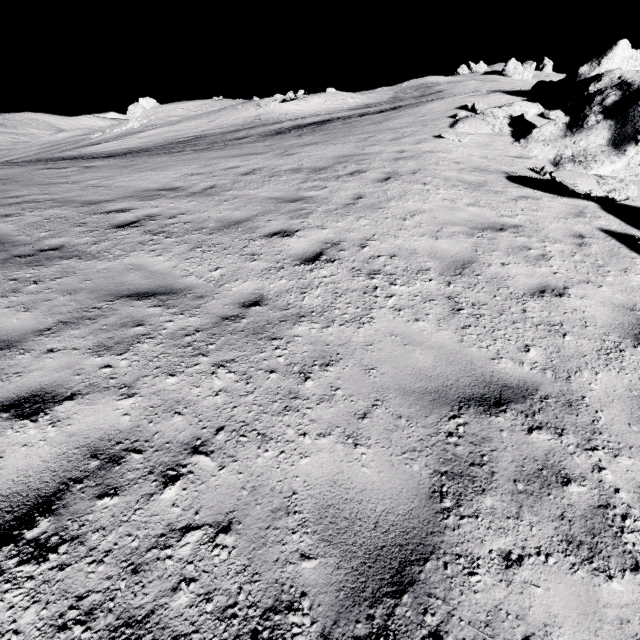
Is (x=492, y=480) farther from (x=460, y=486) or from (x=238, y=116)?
(x=238, y=116)

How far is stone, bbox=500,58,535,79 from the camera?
52.7m

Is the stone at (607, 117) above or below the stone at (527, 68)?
below

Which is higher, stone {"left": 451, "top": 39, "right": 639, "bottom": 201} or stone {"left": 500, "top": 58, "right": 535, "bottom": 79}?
stone {"left": 500, "top": 58, "right": 535, "bottom": 79}

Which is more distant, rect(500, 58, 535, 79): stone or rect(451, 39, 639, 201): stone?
rect(500, 58, 535, 79): stone

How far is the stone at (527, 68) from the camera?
52.7m
